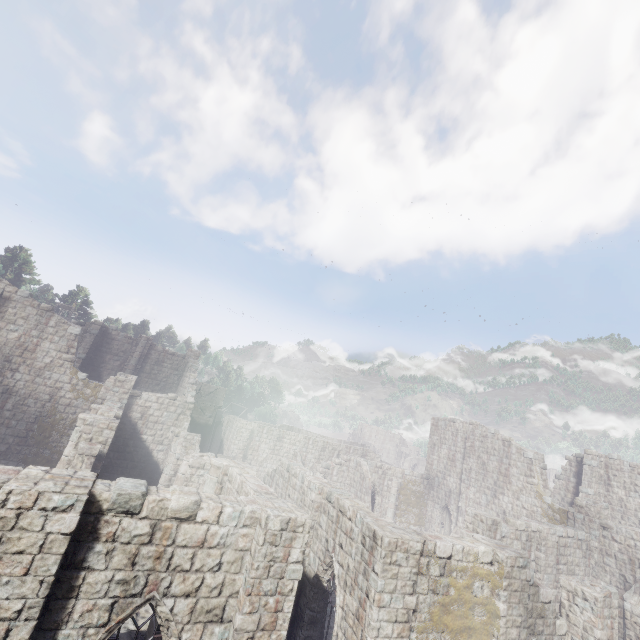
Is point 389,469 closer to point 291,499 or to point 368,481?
point 368,481
